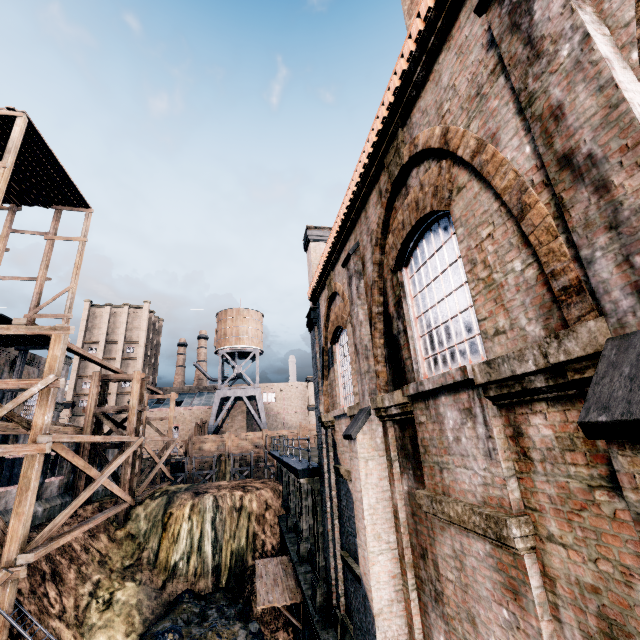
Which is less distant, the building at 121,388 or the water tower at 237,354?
the water tower at 237,354

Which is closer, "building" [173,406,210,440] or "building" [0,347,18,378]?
"building" [0,347,18,378]

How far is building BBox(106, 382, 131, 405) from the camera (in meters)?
57.87

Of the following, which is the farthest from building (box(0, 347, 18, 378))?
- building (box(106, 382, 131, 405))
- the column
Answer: building (box(106, 382, 131, 405))

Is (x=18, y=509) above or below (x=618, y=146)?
below

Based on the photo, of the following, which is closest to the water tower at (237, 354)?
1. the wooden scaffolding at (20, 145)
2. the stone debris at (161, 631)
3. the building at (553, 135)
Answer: the building at (553, 135)

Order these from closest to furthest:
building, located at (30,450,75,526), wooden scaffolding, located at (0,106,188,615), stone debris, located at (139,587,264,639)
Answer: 1. wooden scaffolding, located at (0,106,188,615)
2. stone debris, located at (139,587,264,639)
3. building, located at (30,450,75,526)

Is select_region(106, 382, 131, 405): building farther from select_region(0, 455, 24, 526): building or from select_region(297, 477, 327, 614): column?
select_region(297, 477, 327, 614): column
